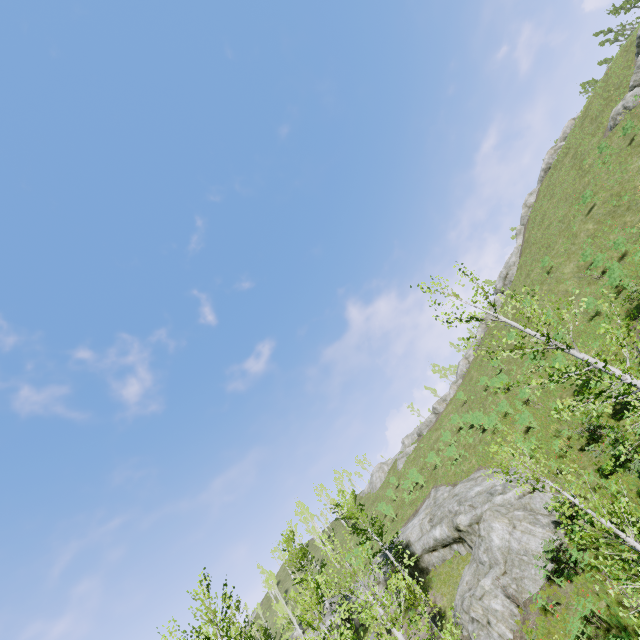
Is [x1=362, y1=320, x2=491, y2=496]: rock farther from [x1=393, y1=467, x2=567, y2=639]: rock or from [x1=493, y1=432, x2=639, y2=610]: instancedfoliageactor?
[x1=493, y1=432, x2=639, y2=610]: instancedfoliageactor

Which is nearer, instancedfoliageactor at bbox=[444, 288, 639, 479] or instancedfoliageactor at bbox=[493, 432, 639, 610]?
instancedfoliageactor at bbox=[493, 432, 639, 610]

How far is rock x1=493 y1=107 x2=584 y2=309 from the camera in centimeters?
4688cm

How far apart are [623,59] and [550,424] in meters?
40.1 m

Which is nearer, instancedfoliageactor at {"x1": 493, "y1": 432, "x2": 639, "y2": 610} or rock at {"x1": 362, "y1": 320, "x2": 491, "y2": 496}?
instancedfoliageactor at {"x1": 493, "y1": 432, "x2": 639, "y2": 610}

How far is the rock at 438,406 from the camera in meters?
48.0 m

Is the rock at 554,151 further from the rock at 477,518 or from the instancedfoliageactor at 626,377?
the instancedfoliageactor at 626,377
